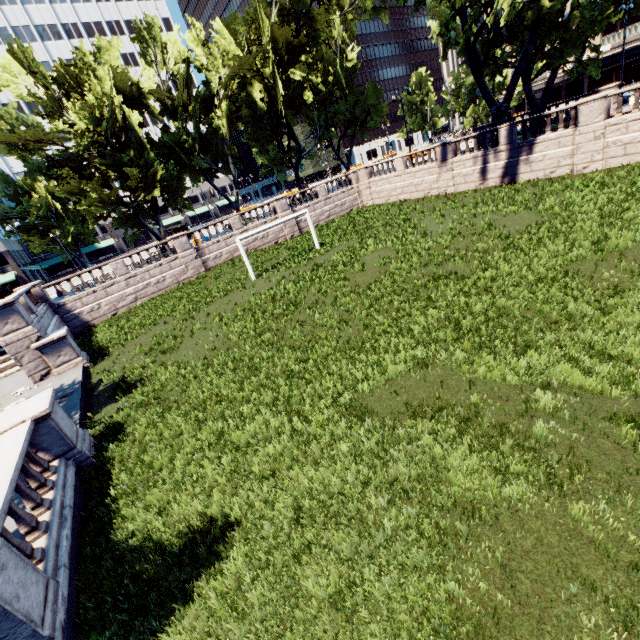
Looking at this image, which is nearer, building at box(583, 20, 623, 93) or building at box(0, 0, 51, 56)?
building at box(583, 20, 623, 93)

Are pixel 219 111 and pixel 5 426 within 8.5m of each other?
no

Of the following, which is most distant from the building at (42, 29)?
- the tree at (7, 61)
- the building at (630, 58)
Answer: the building at (630, 58)

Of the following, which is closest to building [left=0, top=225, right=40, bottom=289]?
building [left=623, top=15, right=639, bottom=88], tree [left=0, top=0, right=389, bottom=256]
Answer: tree [left=0, top=0, right=389, bottom=256]

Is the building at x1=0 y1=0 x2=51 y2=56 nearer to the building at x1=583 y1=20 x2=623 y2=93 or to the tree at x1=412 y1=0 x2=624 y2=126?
the tree at x1=412 y1=0 x2=624 y2=126

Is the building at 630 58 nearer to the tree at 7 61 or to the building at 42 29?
the tree at 7 61
